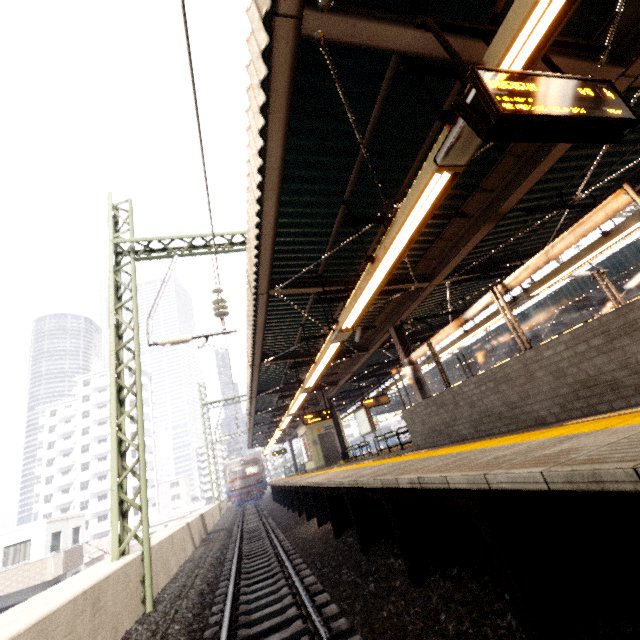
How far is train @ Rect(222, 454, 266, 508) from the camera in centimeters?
2864cm

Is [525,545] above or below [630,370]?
below

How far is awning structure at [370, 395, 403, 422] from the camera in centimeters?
3375cm

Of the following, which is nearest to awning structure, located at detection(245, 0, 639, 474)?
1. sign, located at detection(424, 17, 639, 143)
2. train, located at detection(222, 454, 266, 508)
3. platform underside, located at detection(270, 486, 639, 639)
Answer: sign, located at detection(424, 17, 639, 143)

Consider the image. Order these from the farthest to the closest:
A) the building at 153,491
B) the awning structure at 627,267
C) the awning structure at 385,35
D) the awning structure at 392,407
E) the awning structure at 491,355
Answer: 1. the building at 153,491
2. the awning structure at 392,407
3. the awning structure at 491,355
4. the awning structure at 627,267
5. the awning structure at 385,35

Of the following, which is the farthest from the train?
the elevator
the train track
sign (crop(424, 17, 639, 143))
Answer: sign (crop(424, 17, 639, 143))

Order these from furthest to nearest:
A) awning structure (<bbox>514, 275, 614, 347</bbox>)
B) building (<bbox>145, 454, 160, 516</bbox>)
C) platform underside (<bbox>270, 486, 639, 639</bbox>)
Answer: building (<bbox>145, 454, 160, 516</bbox>) < awning structure (<bbox>514, 275, 614, 347</bbox>) < platform underside (<bbox>270, 486, 639, 639</bbox>)

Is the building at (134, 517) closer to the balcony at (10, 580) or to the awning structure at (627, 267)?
the balcony at (10, 580)
